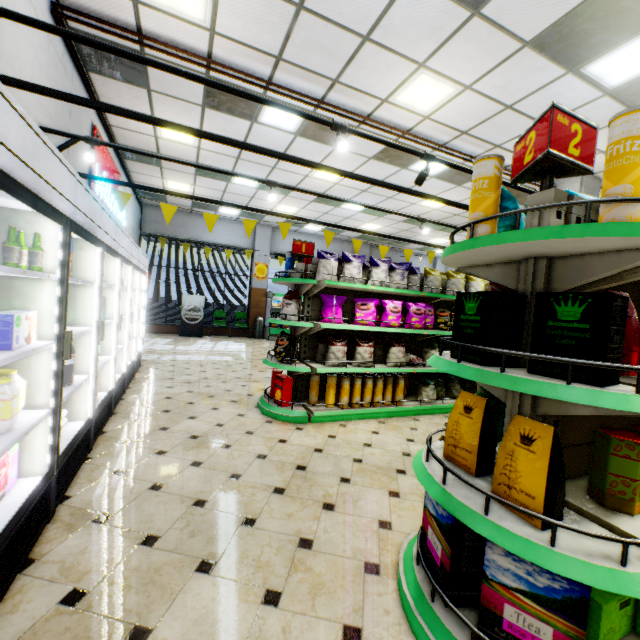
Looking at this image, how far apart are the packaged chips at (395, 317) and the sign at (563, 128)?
3.3m

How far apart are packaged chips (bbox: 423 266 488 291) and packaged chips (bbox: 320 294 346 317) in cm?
189

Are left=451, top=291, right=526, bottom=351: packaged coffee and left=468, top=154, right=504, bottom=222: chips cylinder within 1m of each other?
yes

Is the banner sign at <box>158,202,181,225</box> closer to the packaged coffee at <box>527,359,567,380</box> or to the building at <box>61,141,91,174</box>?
the building at <box>61,141,91,174</box>

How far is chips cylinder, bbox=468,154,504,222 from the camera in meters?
1.6 m

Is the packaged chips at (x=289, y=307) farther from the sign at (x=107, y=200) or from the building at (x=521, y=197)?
the sign at (x=107, y=200)

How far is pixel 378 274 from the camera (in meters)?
4.66

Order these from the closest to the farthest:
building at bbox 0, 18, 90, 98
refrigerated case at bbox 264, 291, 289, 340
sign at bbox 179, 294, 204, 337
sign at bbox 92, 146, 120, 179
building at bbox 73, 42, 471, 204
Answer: building at bbox 0, 18, 90, 98
building at bbox 73, 42, 471, 204
sign at bbox 92, 146, 120, 179
sign at bbox 179, 294, 204, 337
refrigerated case at bbox 264, 291, 289, 340
